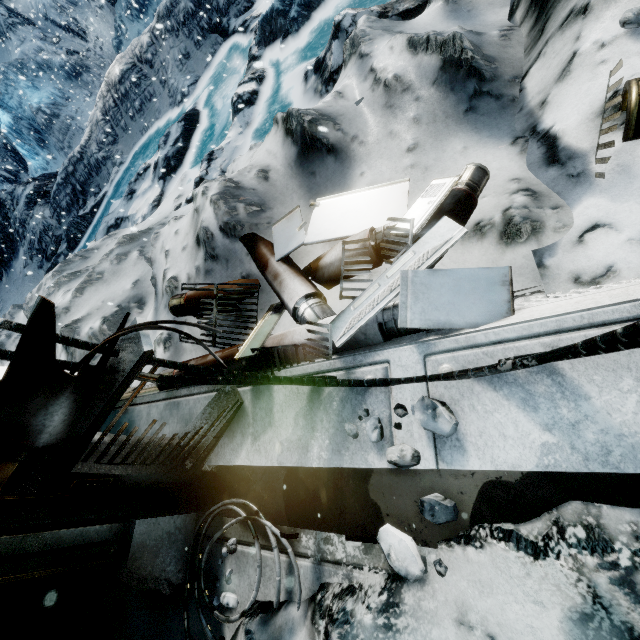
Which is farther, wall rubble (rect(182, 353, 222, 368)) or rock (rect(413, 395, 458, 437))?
wall rubble (rect(182, 353, 222, 368))

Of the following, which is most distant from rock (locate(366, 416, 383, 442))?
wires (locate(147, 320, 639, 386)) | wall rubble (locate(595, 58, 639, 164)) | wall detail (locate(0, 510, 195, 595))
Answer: wall detail (locate(0, 510, 195, 595))

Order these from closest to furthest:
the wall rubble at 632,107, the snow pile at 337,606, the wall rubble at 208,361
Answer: the snow pile at 337,606, the wall rubble at 632,107, the wall rubble at 208,361

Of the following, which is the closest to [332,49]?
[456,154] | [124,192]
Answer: [456,154]

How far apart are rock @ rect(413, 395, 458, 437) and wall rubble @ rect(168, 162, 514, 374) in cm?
38

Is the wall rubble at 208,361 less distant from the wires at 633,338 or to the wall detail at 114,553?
the wires at 633,338

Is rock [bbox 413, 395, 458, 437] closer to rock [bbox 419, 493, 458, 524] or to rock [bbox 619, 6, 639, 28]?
rock [bbox 419, 493, 458, 524]

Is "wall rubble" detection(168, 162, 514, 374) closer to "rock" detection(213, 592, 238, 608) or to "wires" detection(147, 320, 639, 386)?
"wires" detection(147, 320, 639, 386)
